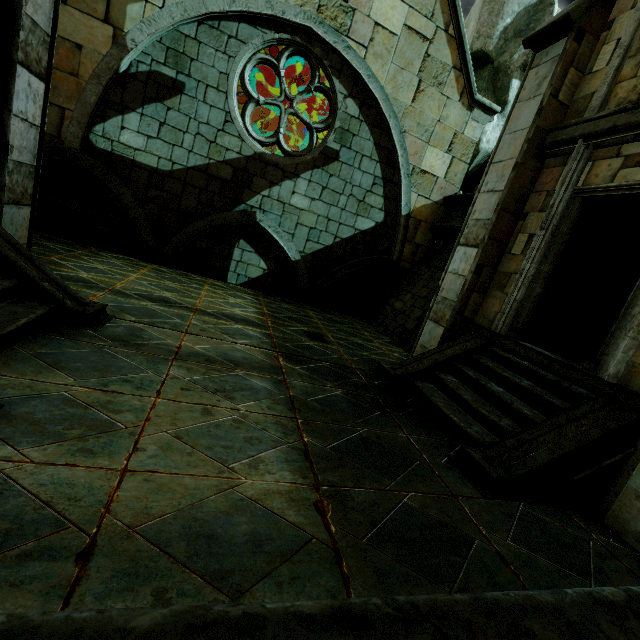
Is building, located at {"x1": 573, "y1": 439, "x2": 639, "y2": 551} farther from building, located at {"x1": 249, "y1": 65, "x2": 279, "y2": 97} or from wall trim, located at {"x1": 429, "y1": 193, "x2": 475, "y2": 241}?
building, located at {"x1": 249, "y1": 65, "x2": 279, "y2": 97}

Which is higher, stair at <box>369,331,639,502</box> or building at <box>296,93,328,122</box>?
building at <box>296,93,328,122</box>

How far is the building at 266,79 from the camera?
13.0 meters

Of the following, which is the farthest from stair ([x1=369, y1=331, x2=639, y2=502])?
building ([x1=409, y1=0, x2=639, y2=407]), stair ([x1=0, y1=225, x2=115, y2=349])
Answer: stair ([x1=0, y1=225, x2=115, y2=349])

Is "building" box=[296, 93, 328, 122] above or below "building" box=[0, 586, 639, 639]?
above

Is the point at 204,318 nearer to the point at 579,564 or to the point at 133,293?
the point at 133,293

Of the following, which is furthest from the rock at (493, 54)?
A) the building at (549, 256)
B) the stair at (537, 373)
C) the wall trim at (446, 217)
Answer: the stair at (537, 373)

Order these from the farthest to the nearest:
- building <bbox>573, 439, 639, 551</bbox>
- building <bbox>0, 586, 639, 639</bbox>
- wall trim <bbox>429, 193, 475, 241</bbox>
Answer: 1. wall trim <bbox>429, 193, 475, 241</bbox>
2. building <bbox>573, 439, 639, 551</bbox>
3. building <bbox>0, 586, 639, 639</bbox>
